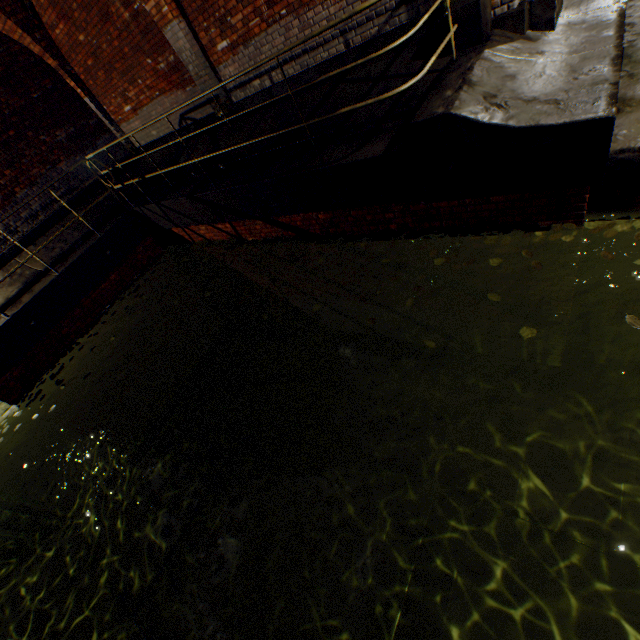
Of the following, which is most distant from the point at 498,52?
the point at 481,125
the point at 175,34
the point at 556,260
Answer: the point at 175,34

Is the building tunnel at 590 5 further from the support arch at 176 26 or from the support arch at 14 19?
the support arch at 14 19

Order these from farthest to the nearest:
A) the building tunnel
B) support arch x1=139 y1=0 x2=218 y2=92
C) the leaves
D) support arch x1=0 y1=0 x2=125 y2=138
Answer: support arch x1=0 y1=0 x2=125 y2=138, support arch x1=139 y1=0 x2=218 y2=92, the building tunnel, the leaves

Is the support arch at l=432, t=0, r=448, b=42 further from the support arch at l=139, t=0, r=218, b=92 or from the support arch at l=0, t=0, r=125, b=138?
the support arch at l=0, t=0, r=125, b=138

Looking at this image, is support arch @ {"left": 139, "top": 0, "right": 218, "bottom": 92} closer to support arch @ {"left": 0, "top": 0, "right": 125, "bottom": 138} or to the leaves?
support arch @ {"left": 0, "top": 0, "right": 125, "bottom": 138}

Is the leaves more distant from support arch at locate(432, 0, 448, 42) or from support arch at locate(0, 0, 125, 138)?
support arch at locate(0, 0, 125, 138)

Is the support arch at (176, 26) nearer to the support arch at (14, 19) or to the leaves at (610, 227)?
the support arch at (14, 19)
